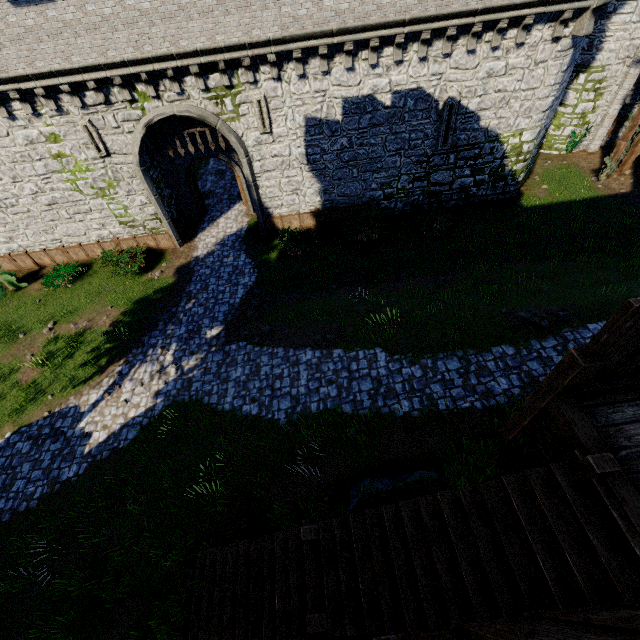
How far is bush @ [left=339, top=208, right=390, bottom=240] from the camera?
16.38m

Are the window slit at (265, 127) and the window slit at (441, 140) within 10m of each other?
yes

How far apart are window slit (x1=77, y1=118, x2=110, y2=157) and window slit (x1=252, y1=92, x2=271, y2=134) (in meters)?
6.72

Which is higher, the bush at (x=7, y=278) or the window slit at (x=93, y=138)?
the window slit at (x=93, y=138)

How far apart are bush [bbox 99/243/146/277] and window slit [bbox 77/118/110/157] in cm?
406

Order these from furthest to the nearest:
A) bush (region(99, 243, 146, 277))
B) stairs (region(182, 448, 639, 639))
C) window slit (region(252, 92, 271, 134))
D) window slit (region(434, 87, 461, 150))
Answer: bush (region(99, 243, 146, 277)) → window slit (region(434, 87, 461, 150)) → window slit (region(252, 92, 271, 134)) → stairs (region(182, 448, 639, 639))

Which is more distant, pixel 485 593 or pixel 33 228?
pixel 33 228

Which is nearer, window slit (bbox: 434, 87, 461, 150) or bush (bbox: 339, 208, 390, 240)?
window slit (bbox: 434, 87, 461, 150)
